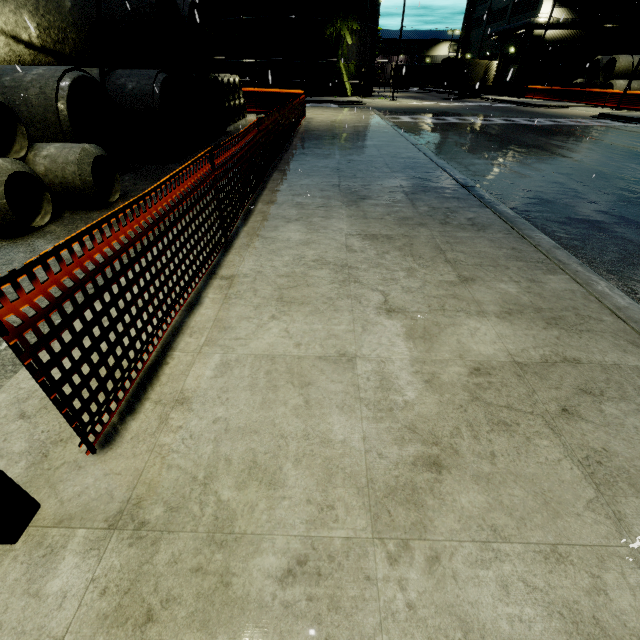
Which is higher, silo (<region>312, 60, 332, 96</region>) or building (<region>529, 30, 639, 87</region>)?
building (<region>529, 30, 639, 87</region>)

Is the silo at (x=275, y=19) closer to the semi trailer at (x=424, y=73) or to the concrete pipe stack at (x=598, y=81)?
the concrete pipe stack at (x=598, y=81)

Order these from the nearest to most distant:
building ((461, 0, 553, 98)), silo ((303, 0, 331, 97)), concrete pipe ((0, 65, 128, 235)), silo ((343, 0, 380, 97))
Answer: concrete pipe ((0, 65, 128, 235))
silo ((303, 0, 331, 97))
silo ((343, 0, 380, 97))
building ((461, 0, 553, 98))

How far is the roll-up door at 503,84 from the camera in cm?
3994

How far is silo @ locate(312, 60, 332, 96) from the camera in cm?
3138

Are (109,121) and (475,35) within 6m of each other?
no

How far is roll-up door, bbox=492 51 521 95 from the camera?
39.9 meters

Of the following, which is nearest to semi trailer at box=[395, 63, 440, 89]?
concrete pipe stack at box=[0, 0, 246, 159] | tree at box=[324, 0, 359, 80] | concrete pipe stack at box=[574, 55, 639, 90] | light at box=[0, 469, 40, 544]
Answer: tree at box=[324, 0, 359, 80]
